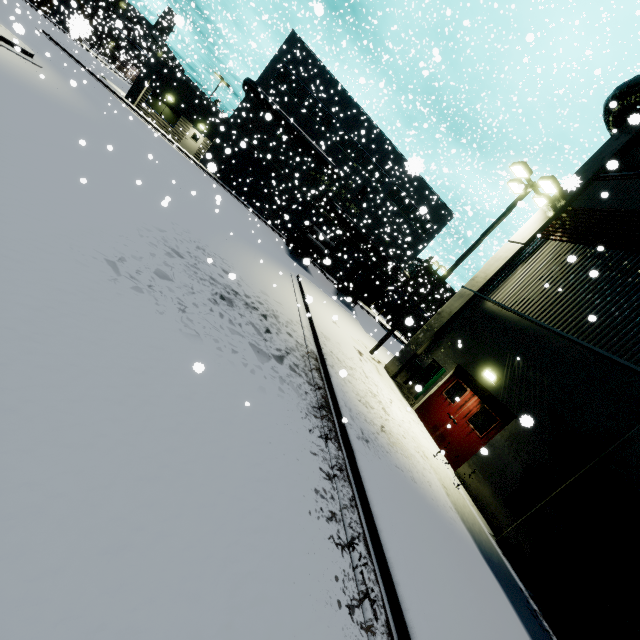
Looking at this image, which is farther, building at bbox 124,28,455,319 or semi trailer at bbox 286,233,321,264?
building at bbox 124,28,455,319

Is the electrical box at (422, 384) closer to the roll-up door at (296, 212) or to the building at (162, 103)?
the building at (162, 103)

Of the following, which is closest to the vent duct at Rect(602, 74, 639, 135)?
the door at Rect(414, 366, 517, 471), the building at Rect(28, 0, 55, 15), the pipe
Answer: the building at Rect(28, 0, 55, 15)

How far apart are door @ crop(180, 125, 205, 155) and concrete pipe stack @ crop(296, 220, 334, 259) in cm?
1469

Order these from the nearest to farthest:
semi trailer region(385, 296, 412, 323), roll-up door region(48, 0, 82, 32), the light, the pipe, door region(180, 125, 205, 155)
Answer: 1. roll-up door region(48, 0, 82, 32)
2. the light
3. door region(180, 125, 205, 155)
4. semi trailer region(385, 296, 412, 323)
5. the pipe

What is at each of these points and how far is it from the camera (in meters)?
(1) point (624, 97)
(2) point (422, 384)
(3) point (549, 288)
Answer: (1) vent duct, 11.56
(2) electrical box, 11.99
(3) building, 10.46

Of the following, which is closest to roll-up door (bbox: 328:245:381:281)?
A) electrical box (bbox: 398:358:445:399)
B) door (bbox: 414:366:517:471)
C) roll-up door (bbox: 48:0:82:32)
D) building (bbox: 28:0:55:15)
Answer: building (bbox: 28:0:55:15)

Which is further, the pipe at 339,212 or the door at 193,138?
the pipe at 339,212
